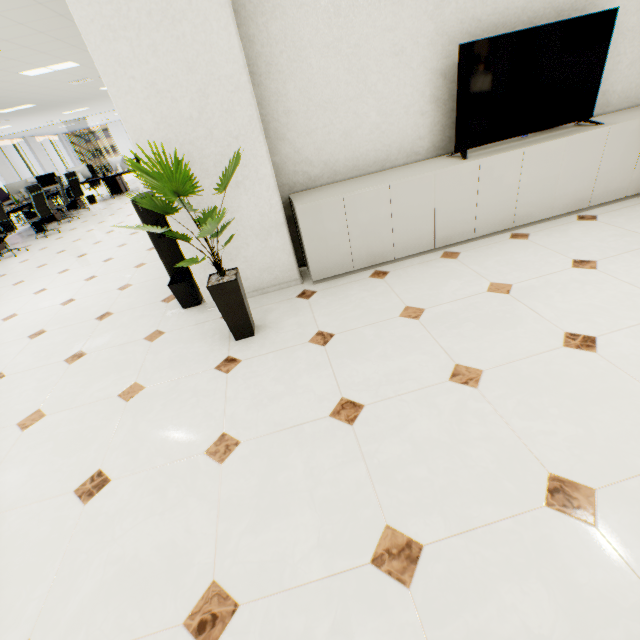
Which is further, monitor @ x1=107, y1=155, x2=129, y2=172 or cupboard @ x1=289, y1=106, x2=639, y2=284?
monitor @ x1=107, y1=155, x2=129, y2=172

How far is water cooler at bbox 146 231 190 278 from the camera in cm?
319

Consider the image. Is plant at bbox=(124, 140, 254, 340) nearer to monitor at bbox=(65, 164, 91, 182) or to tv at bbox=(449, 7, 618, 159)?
tv at bbox=(449, 7, 618, 159)

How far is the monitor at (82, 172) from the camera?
11.2 meters

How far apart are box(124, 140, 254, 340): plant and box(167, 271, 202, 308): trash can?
0.8 meters

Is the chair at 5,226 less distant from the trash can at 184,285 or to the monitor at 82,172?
the monitor at 82,172

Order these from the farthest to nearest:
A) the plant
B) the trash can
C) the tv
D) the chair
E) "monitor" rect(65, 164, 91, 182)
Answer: "monitor" rect(65, 164, 91, 182) → the chair → the trash can → the tv → the plant

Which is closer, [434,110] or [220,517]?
[220,517]
